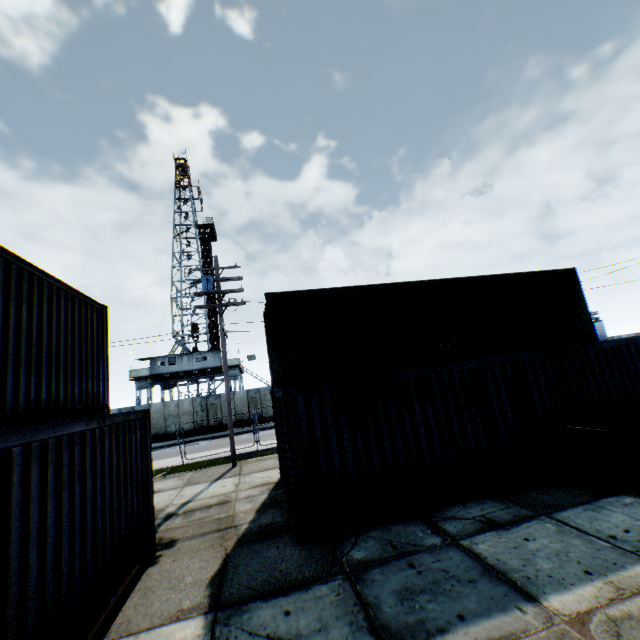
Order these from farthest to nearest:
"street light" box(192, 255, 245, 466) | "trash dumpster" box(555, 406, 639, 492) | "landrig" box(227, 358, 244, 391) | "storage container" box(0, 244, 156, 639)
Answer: "landrig" box(227, 358, 244, 391) < "street light" box(192, 255, 245, 466) < "trash dumpster" box(555, 406, 639, 492) < "storage container" box(0, 244, 156, 639)

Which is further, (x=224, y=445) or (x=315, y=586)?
(x=224, y=445)

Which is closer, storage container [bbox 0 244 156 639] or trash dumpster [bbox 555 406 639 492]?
storage container [bbox 0 244 156 639]

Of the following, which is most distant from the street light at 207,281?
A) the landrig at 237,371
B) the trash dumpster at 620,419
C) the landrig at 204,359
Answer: the landrig at 204,359

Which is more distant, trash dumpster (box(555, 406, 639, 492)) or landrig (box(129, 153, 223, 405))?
landrig (box(129, 153, 223, 405))

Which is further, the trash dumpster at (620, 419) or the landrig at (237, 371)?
the landrig at (237, 371)

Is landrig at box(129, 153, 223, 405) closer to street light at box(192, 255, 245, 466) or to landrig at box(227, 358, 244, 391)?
landrig at box(227, 358, 244, 391)

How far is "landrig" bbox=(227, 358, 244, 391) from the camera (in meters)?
35.41
